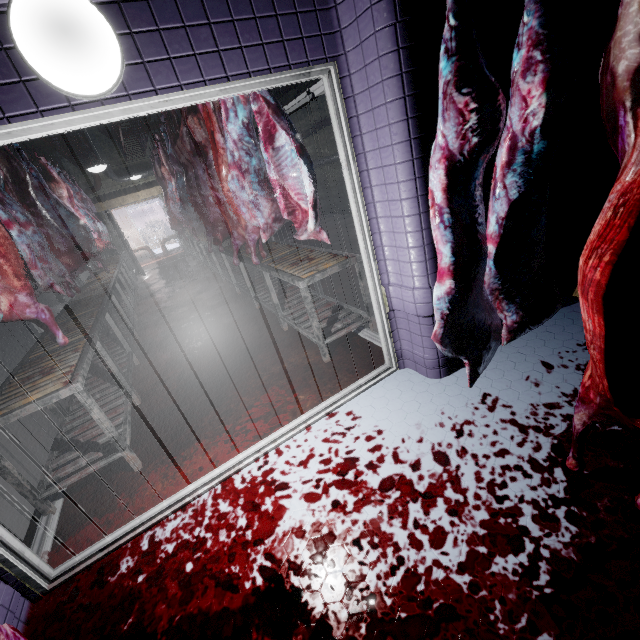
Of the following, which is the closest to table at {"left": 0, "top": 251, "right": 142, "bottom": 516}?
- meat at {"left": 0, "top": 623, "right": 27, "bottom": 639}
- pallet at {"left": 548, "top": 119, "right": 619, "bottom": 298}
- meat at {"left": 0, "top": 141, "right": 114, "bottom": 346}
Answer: meat at {"left": 0, "top": 141, "right": 114, "bottom": 346}

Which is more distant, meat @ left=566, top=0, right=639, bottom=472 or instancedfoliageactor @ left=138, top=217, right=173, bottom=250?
instancedfoliageactor @ left=138, top=217, right=173, bottom=250

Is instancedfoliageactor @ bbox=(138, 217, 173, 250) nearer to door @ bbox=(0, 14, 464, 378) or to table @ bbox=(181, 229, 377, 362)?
table @ bbox=(181, 229, 377, 362)

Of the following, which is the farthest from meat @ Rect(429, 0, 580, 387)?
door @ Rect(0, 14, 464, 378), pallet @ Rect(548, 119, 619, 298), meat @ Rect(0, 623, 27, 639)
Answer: meat @ Rect(0, 623, 27, 639)

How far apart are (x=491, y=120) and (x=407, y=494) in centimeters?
169cm

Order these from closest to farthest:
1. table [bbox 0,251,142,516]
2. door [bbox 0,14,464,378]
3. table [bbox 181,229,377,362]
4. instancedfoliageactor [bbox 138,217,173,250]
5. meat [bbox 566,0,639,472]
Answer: meat [bbox 566,0,639,472] < door [bbox 0,14,464,378] < table [bbox 0,251,142,516] < table [bbox 181,229,377,362] < instancedfoliageactor [bbox 138,217,173,250]

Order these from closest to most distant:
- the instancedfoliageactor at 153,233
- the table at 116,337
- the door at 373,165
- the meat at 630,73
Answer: the meat at 630,73 → the door at 373,165 → the table at 116,337 → the instancedfoliageactor at 153,233

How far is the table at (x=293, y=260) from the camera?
2.7 meters
